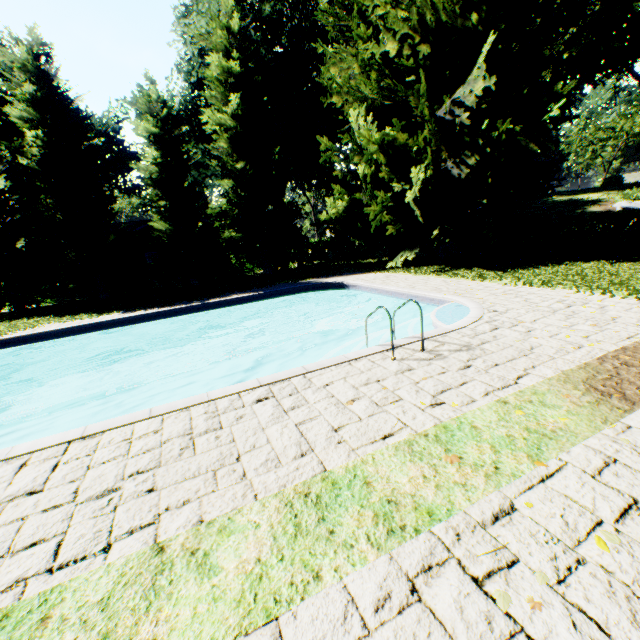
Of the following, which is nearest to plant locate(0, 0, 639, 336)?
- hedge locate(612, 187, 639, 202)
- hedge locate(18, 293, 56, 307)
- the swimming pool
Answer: hedge locate(18, 293, 56, 307)

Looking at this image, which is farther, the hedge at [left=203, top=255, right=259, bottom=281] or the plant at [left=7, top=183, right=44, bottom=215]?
the plant at [left=7, top=183, right=44, bottom=215]

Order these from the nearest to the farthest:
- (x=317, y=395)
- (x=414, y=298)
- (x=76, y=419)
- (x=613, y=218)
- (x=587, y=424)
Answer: (x=587, y=424) < (x=317, y=395) < (x=76, y=419) < (x=414, y=298) < (x=613, y=218)

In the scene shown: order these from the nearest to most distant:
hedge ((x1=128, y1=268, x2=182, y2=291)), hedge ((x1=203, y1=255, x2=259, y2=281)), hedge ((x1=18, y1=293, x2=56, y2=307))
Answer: hedge ((x1=18, y1=293, x2=56, y2=307)) → hedge ((x1=128, y1=268, x2=182, y2=291)) → hedge ((x1=203, y1=255, x2=259, y2=281))

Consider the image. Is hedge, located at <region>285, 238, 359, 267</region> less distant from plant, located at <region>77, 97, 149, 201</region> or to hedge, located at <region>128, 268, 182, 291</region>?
plant, located at <region>77, 97, 149, 201</region>

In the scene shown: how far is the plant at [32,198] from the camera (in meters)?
29.50

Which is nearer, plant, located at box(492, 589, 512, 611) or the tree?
plant, located at box(492, 589, 512, 611)

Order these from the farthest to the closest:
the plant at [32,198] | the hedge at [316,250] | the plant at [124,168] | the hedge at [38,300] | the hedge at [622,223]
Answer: the plant at [124,168], the plant at [32,198], the hedge at [316,250], the hedge at [38,300], the hedge at [622,223]
